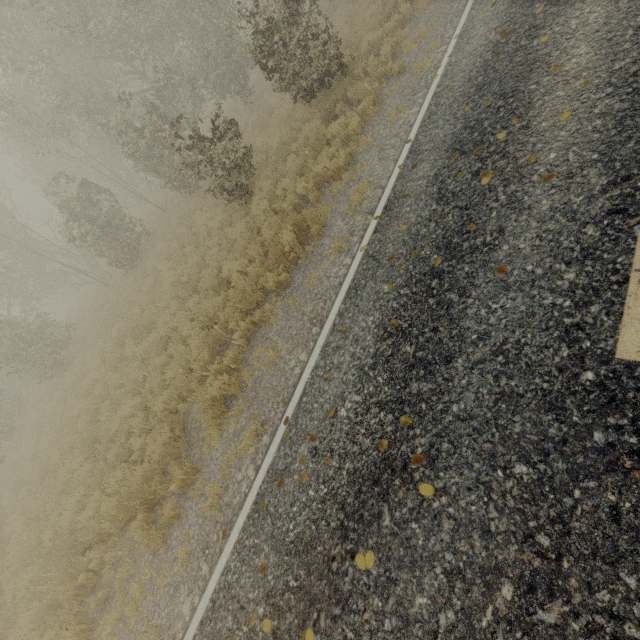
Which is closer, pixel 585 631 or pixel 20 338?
pixel 585 631

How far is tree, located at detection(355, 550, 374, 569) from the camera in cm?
310

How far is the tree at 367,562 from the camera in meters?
3.1
